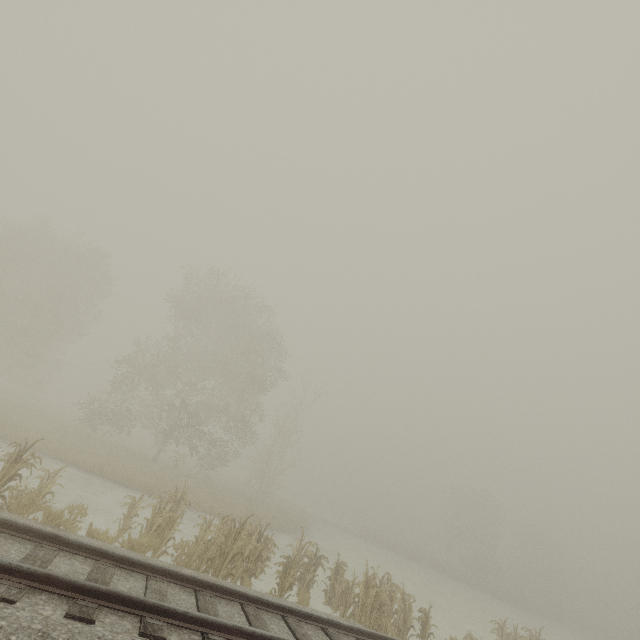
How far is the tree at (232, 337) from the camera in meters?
21.5

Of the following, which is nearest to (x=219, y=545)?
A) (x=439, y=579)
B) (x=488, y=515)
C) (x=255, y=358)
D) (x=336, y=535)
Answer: (x=255, y=358)

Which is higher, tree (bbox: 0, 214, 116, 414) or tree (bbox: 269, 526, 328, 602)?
tree (bbox: 0, 214, 116, 414)

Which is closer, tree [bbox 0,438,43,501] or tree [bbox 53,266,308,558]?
tree [bbox 0,438,43,501]

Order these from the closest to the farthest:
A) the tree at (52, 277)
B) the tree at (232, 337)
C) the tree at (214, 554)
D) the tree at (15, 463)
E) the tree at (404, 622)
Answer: the tree at (15, 463) < the tree at (214, 554) < the tree at (404, 622) < the tree at (232, 337) < the tree at (52, 277)

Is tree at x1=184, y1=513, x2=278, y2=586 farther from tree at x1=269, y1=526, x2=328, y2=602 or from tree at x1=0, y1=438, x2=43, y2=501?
tree at x1=269, y1=526, x2=328, y2=602

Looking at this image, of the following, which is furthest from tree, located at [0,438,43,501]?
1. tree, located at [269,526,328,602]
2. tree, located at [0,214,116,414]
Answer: tree, located at [0,214,116,414]

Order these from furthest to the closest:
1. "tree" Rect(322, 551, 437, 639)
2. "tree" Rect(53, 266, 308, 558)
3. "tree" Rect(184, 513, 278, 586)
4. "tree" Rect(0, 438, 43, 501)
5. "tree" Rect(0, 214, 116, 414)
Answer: "tree" Rect(0, 214, 116, 414), "tree" Rect(53, 266, 308, 558), "tree" Rect(322, 551, 437, 639), "tree" Rect(184, 513, 278, 586), "tree" Rect(0, 438, 43, 501)
